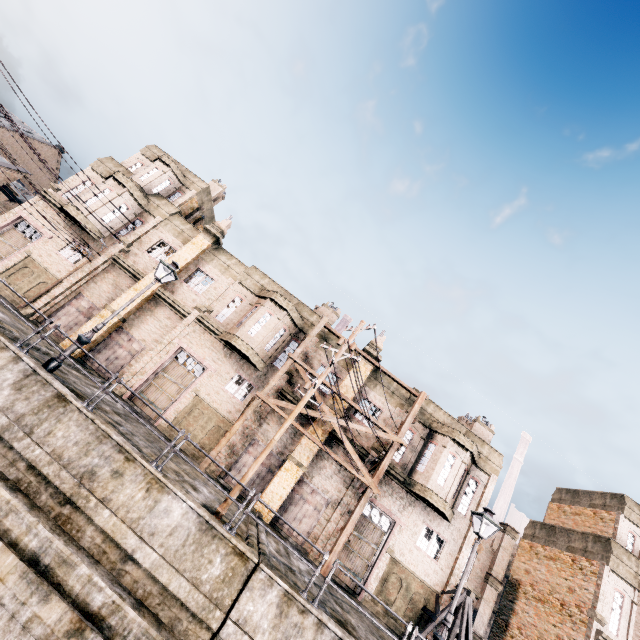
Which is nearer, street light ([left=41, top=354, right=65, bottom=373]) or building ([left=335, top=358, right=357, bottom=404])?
street light ([left=41, top=354, right=65, bottom=373])

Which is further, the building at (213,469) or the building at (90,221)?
the building at (90,221)

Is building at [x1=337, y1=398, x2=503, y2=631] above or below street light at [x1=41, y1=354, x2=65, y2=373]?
above

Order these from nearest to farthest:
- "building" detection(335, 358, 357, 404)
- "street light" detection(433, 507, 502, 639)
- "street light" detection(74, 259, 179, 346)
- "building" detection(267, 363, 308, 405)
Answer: "street light" detection(433, 507, 502, 639)
"street light" detection(74, 259, 179, 346)
"building" detection(267, 363, 308, 405)
"building" detection(335, 358, 357, 404)

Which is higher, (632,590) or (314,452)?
(632,590)

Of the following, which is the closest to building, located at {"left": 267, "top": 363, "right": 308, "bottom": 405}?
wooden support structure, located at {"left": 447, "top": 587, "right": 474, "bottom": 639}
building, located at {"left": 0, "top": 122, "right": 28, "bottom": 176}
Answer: wooden support structure, located at {"left": 447, "top": 587, "right": 474, "bottom": 639}

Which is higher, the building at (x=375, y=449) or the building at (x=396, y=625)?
the building at (x=375, y=449)

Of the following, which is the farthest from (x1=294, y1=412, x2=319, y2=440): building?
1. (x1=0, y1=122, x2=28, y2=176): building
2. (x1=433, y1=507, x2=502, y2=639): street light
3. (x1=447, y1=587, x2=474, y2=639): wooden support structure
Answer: (x1=0, y1=122, x2=28, y2=176): building
